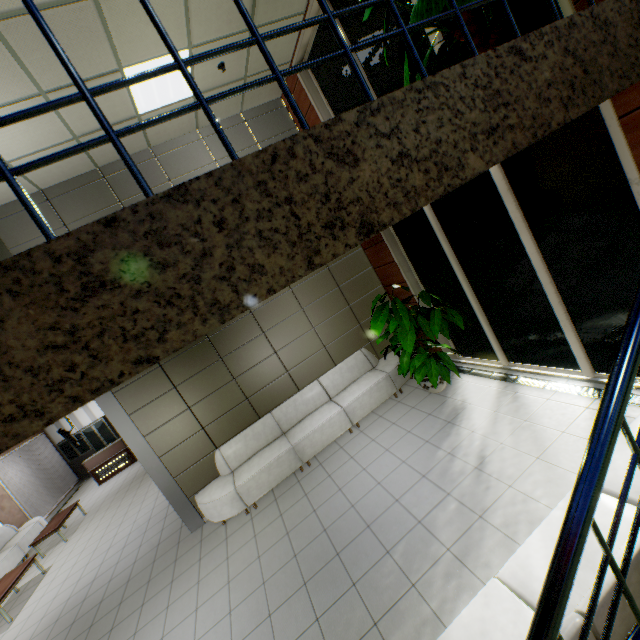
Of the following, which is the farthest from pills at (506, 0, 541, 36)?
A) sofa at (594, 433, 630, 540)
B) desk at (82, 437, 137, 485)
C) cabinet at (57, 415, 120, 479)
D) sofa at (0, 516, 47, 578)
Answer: cabinet at (57, 415, 120, 479)

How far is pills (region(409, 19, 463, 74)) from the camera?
2.51m

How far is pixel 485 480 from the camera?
3.9m

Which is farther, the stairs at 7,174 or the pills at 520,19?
the pills at 520,19

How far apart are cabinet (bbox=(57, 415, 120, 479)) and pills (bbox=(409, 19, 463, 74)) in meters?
18.4

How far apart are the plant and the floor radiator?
1.4 meters

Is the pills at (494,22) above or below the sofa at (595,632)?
above

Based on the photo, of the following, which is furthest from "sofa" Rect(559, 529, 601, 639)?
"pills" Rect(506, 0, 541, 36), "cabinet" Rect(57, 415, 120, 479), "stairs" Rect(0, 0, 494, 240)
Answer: "cabinet" Rect(57, 415, 120, 479)
